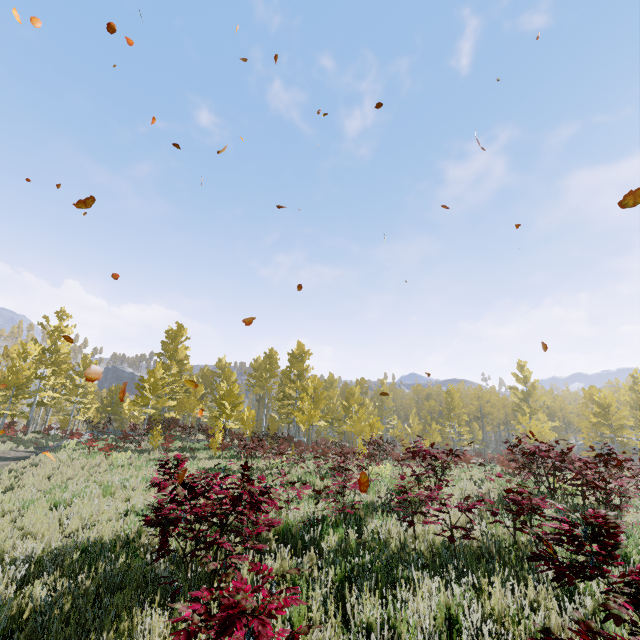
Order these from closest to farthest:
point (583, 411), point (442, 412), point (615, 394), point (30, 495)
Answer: point (30, 495)
point (583, 411)
point (442, 412)
point (615, 394)
